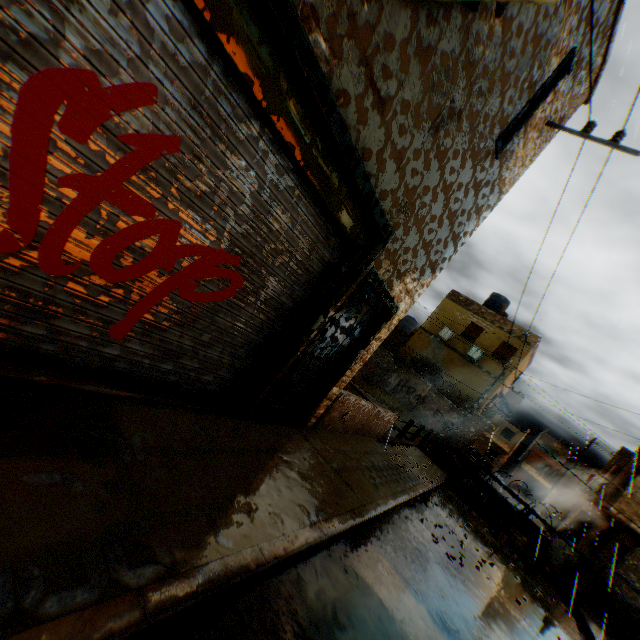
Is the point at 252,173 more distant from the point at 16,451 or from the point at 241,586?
the point at 241,586

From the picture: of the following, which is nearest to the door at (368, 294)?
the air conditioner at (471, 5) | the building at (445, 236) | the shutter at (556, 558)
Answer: the building at (445, 236)

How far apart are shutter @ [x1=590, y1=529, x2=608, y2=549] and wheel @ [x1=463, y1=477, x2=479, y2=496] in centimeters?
1508cm

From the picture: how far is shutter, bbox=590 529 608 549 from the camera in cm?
2061

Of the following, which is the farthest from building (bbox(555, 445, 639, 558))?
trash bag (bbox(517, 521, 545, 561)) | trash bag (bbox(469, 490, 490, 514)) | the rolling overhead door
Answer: trash bag (bbox(517, 521, 545, 561))

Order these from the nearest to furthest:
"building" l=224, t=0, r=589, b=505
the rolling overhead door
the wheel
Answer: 1. the rolling overhead door
2. "building" l=224, t=0, r=589, b=505
3. the wheel

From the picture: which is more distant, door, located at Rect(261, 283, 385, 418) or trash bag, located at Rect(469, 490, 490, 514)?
trash bag, located at Rect(469, 490, 490, 514)

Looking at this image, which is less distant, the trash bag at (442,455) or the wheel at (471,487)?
the wheel at (471,487)
